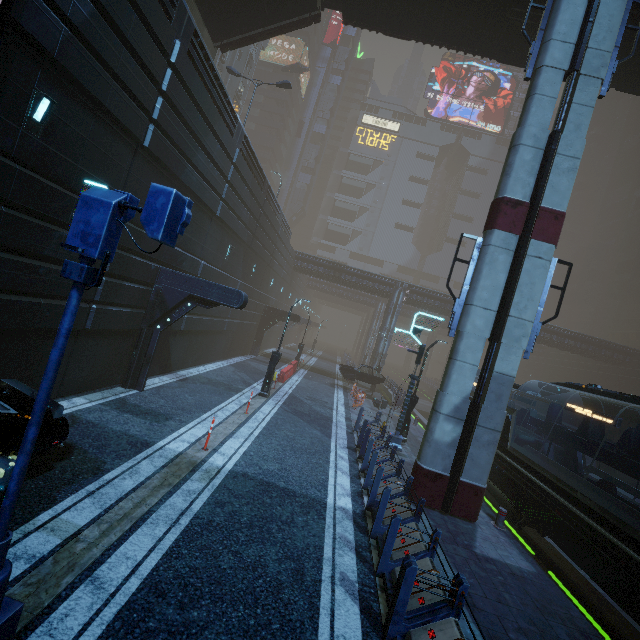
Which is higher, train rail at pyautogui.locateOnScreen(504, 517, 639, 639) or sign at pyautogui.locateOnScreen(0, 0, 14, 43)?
sign at pyautogui.locateOnScreen(0, 0, 14, 43)

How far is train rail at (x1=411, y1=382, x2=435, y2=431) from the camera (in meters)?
26.49

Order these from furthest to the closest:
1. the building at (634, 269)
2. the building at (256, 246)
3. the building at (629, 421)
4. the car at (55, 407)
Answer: the building at (634, 269) → the building at (629, 421) → the building at (256, 246) → the car at (55, 407)

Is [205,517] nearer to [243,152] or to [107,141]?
[107,141]

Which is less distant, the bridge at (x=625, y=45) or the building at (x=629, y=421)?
the bridge at (x=625, y=45)

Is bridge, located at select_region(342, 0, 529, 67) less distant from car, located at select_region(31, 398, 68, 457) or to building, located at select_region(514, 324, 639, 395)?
building, located at select_region(514, 324, 639, 395)

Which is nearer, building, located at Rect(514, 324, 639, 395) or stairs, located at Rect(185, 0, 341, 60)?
stairs, located at Rect(185, 0, 341, 60)

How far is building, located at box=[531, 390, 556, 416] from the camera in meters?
40.7
